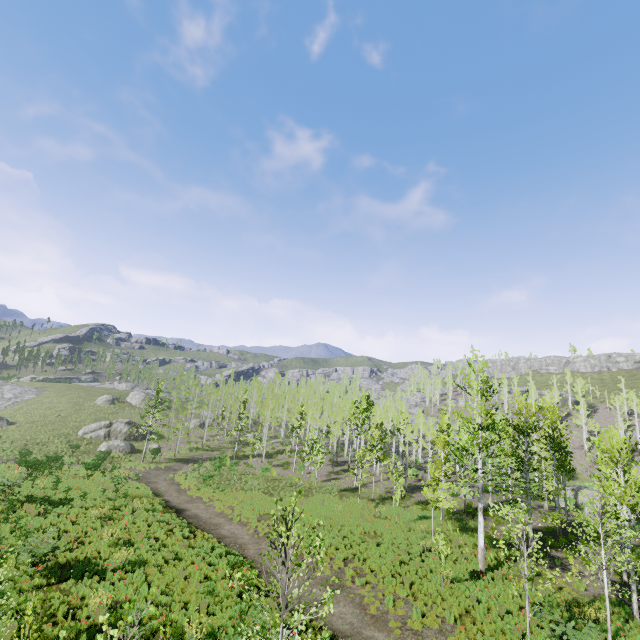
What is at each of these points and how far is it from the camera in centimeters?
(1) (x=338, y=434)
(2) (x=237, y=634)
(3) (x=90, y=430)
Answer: (1) instancedfoliageactor, 4694cm
(2) instancedfoliageactor, 862cm
(3) rock, 4709cm

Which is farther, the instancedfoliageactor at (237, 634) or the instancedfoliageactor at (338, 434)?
the instancedfoliageactor at (338, 434)

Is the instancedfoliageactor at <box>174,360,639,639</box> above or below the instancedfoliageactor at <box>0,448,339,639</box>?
above

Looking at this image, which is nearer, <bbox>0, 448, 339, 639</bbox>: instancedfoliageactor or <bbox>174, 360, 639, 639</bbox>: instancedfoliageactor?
<bbox>0, 448, 339, 639</bbox>: instancedfoliageactor

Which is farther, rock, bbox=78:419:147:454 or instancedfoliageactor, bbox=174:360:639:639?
rock, bbox=78:419:147:454

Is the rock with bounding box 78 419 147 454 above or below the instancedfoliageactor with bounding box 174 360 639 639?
below

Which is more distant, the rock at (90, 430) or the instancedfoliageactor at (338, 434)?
the rock at (90, 430)
